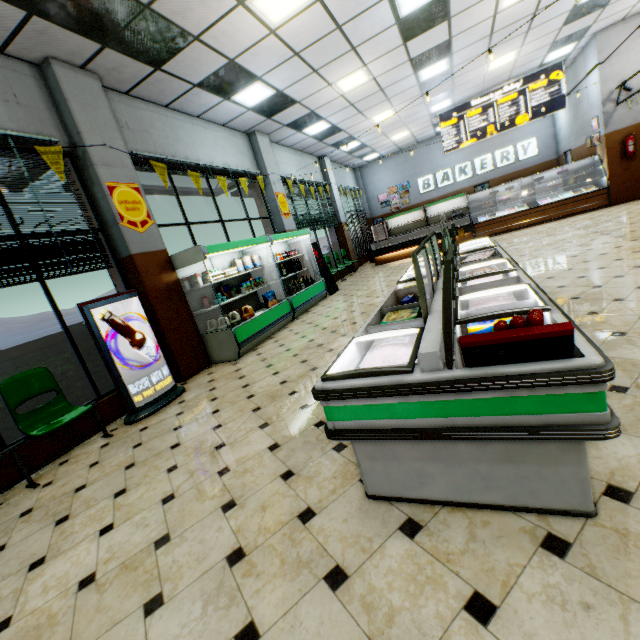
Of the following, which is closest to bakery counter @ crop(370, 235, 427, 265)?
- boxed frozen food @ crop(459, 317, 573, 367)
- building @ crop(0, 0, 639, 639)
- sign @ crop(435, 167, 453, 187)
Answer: building @ crop(0, 0, 639, 639)

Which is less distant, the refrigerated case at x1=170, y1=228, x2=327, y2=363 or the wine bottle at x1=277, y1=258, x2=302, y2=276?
the refrigerated case at x1=170, y1=228, x2=327, y2=363

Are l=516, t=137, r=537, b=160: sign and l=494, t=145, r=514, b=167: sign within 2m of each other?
yes

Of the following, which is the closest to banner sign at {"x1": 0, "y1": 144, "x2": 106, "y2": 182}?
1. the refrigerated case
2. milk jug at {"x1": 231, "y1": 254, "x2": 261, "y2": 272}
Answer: the refrigerated case

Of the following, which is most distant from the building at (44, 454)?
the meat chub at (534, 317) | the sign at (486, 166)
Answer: the meat chub at (534, 317)

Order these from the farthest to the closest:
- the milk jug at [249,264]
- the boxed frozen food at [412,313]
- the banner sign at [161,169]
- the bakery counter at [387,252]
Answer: the bakery counter at [387,252], the milk jug at [249,264], the banner sign at [161,169], the boxed frozen food at [412,313]

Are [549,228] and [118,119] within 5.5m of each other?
no

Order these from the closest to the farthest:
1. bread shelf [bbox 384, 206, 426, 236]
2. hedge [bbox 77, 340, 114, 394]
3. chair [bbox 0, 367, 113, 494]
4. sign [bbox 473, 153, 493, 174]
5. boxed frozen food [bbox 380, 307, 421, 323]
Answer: boxed frozen food [bbox 380, 307, 421, 323]
chair [bbox 0, 367, 113, 494]
hedge [bbox 77, 340, 114, 394]
sign [bbox 473, 153, 493, 174]
bread shelf [bbox 384, 206, 426, 236]
